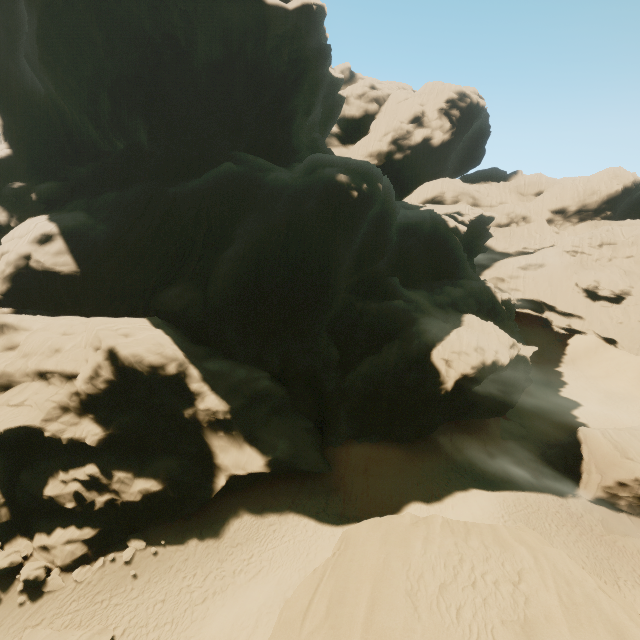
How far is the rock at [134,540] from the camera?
19.0 meters

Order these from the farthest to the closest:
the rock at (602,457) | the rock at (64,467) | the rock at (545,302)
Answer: the rock at (545,302) < the rock at (602,457) < the rock at (64,467)

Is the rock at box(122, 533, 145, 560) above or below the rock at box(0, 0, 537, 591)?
below

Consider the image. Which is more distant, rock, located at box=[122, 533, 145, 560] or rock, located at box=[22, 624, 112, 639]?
rock, located at box=[122, 533, 145, 560]

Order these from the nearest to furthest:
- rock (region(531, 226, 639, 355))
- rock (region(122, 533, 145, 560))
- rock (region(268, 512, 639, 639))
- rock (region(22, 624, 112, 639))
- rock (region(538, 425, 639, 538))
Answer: rock (region(268, 512, 639, 639)), rock (region(22, 624, 112, 639)), rock (region(122, 533, 145, 560)), rock (region(538, 425, 639, 538)), rock (region(531, 226, 639, 355))

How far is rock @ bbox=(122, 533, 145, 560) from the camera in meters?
19.0 m

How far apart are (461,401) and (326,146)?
45.8 meters
